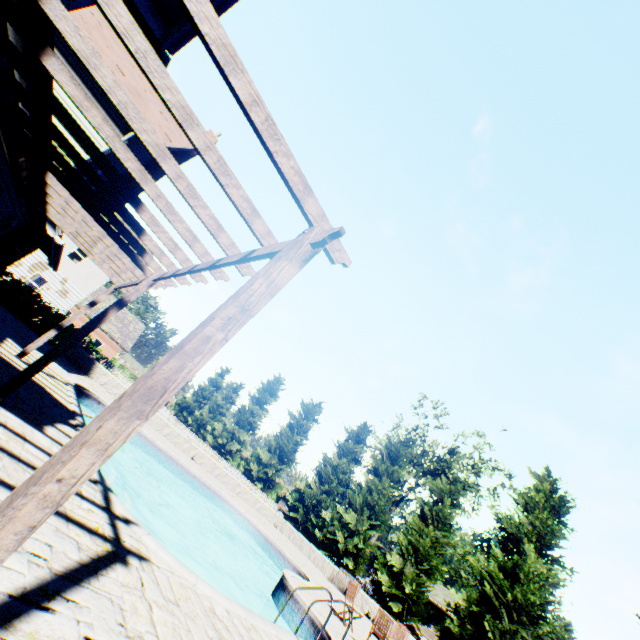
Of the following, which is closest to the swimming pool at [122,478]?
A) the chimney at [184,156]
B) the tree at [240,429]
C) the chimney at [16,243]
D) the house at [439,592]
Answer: the chimney at [16,243]

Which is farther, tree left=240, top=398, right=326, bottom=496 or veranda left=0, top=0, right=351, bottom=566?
tree left=240, top=398, right=326, bottom=496

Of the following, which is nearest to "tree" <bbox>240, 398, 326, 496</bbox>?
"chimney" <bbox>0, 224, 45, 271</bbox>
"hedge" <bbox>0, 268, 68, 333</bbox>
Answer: "hedge" <bbox>0, 268, 68, 333</bbox>

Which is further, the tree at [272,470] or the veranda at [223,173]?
the tree at [272,470]

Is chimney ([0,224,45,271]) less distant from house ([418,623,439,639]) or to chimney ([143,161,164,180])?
chimney ([143,161,164,180])

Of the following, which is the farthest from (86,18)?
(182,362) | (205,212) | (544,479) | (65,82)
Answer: (544,479)

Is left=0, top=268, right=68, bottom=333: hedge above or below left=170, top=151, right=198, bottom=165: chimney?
below

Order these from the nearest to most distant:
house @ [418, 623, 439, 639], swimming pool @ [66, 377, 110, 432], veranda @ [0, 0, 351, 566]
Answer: veranda @ [0, 0, 351, 566]
swimming pool @ [66, 377, 110, 432]
house @ [418, 623, 439, 639]
